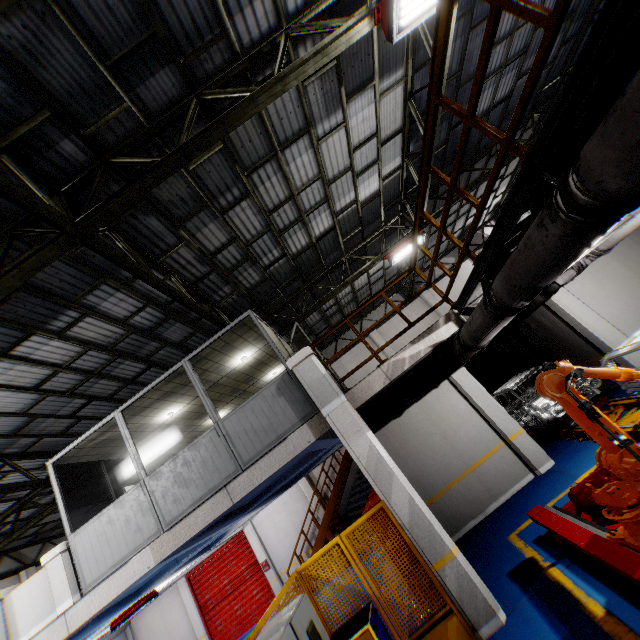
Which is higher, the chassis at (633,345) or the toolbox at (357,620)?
the chassis at (633,345)

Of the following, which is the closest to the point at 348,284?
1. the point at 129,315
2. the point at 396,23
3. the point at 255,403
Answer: the point at 255,403

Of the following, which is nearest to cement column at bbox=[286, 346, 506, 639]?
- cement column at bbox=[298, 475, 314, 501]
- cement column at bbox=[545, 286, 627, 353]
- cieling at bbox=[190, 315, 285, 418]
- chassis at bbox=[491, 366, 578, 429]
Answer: cieling at bbox=[190, 315, 285, 418]

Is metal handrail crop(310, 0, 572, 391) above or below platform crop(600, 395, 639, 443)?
above

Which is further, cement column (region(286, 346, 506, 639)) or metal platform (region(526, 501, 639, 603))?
cement column (region(286, 346, 506, 639))

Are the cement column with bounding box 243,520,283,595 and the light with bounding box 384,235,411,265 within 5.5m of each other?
no

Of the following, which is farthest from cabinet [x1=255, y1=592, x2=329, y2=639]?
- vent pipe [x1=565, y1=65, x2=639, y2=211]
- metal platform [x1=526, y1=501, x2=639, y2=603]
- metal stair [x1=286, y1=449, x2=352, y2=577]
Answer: metal stair [x1=286, y1=449, x2=352, y2=577]

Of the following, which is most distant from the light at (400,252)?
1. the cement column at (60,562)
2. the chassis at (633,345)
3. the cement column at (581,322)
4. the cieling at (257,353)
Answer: the cement column at (60,562)
